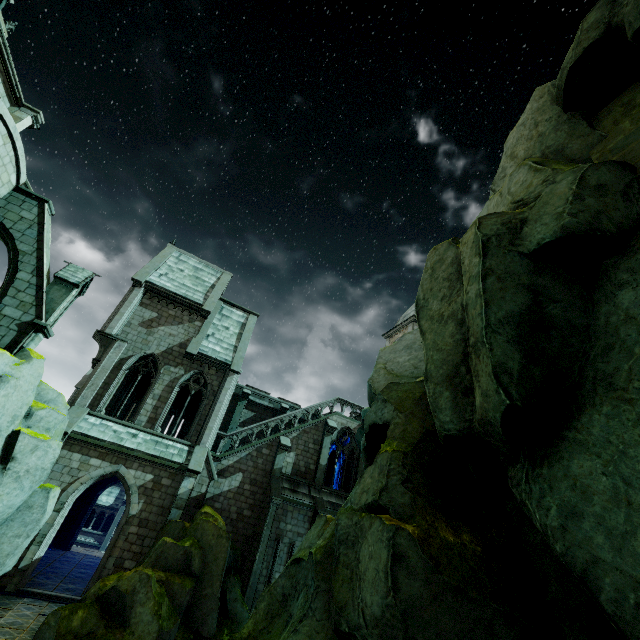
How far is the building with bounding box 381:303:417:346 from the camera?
34.3 meters

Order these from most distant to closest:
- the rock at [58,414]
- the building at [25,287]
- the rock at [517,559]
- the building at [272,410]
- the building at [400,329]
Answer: the building at [400,329] → the building at [272,410] → the building at [25,287] → the rock at [58,414] → the rock at [517,559]

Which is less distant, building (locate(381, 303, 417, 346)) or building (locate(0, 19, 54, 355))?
building (locate(0, 19, 54, 355))

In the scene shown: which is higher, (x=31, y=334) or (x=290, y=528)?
(x=31, y=334)

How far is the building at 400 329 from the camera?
34.34m

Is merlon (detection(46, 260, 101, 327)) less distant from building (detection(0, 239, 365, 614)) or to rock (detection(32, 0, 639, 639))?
building (detection(0, 239, 365, 614))

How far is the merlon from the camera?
14.6m
